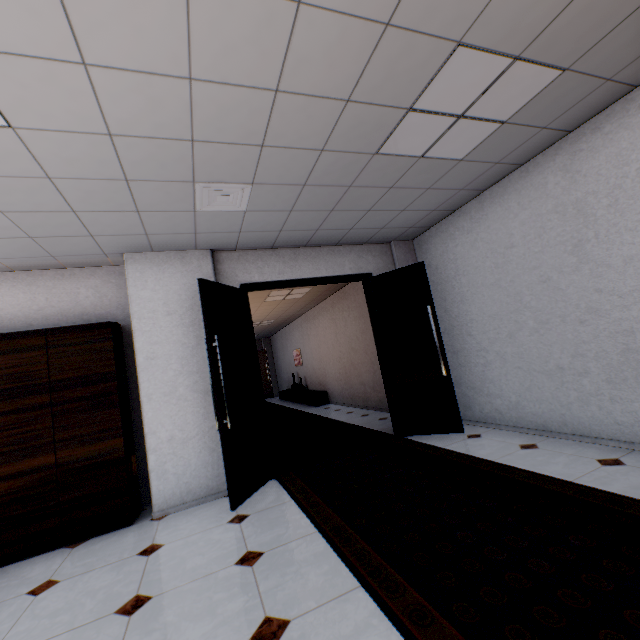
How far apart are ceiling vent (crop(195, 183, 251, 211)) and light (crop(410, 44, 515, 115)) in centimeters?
127cm

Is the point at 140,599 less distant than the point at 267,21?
No

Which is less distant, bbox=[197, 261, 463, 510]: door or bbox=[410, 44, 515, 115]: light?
bbox=[410, 44, 515, 115]: light

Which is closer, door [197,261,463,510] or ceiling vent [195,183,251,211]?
ceiling vent [195,183,251,211]

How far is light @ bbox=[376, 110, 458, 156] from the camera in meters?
2.5

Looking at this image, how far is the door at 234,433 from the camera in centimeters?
346cm

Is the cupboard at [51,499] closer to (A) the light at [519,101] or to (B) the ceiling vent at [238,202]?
(B) the ceiling vent at [238,202]

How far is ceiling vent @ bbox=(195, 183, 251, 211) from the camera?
2.8m
